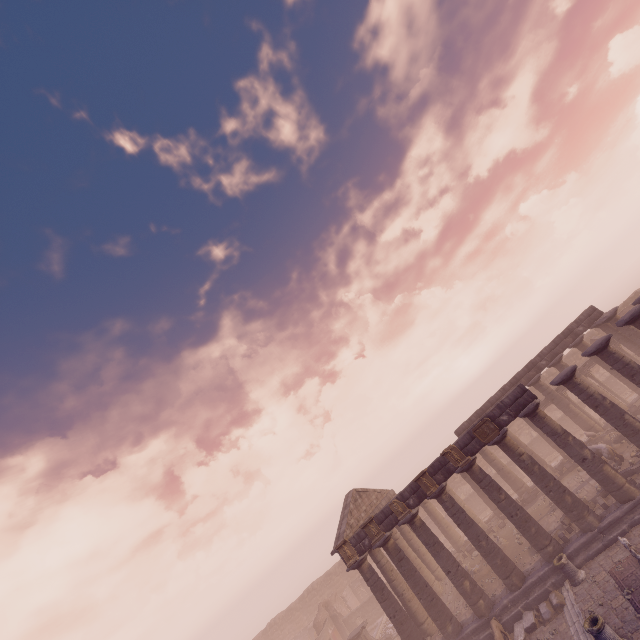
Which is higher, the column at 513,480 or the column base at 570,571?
the column at 513,480

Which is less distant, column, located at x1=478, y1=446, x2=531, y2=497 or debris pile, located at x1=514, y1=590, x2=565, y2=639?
debris pile, located at x1=514, y1=590, x2=565, y2=639

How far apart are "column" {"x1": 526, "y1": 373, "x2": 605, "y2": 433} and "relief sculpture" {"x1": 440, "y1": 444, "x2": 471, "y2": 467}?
11.89m

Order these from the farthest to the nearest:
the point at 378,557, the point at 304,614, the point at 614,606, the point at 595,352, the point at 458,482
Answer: the point at 304,614, the point at 458,482, the point at 378,557, the point at 595,352, the point at 614,606

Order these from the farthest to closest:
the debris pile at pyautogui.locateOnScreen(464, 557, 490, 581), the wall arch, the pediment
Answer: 1. the wall arch
2. the pediment
3. the debris pile at pyautogui.locateOnScreen(464, 557, 490, 581)

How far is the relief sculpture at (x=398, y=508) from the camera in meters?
18.3 m

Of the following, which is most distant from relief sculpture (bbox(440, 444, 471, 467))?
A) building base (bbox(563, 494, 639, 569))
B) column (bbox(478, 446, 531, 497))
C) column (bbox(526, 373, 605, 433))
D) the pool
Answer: the pool

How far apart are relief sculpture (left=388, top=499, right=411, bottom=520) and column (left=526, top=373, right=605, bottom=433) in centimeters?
1474cm
